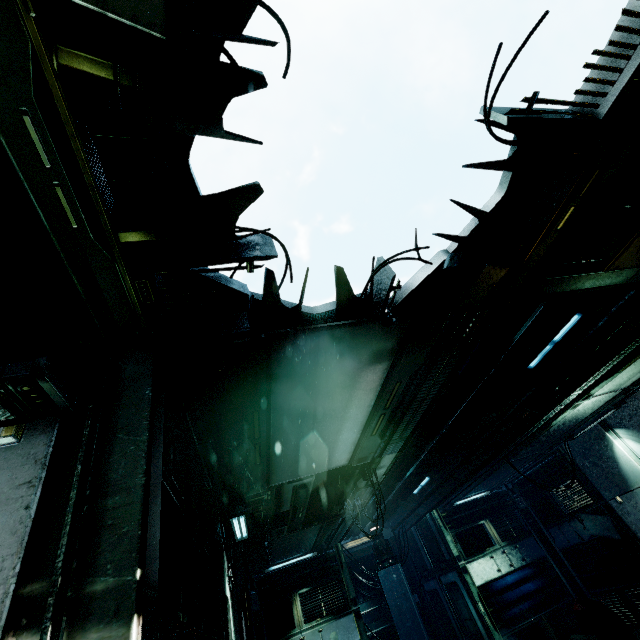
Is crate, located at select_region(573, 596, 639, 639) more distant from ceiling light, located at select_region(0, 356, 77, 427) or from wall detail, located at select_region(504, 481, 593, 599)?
ceiling light, located at select_region(0, 356, 77, 427)

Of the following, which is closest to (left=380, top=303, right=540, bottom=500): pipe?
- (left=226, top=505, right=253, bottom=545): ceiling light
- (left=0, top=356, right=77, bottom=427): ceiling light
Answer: (left=226, top=505, right=253, bottom=545): ceiling light

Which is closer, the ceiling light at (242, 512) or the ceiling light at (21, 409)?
the ceiling light at (21, 409)

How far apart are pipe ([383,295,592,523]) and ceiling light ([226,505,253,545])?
5.0 meters

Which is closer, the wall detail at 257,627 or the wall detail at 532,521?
the wall detail at 257,627

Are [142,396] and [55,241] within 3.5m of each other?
yes

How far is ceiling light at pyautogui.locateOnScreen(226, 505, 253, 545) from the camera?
5.3 meters

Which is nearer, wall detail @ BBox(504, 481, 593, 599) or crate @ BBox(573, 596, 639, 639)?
crate @ BBox(573, 596, 639, 639)
